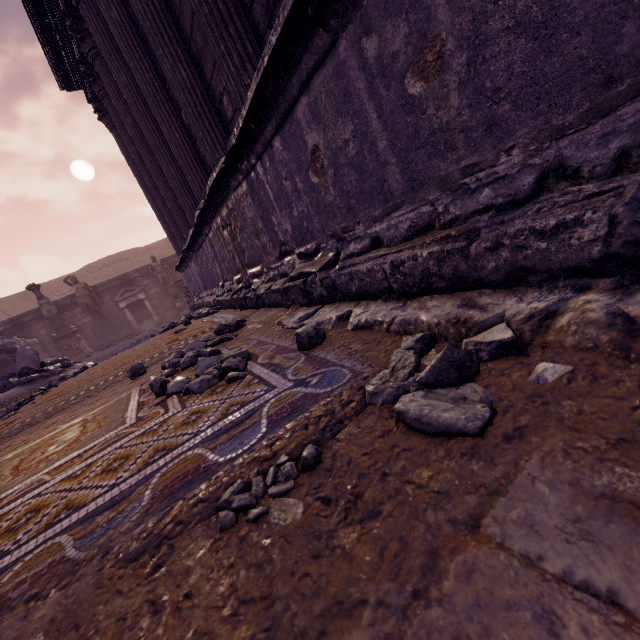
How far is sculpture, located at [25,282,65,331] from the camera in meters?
12.6

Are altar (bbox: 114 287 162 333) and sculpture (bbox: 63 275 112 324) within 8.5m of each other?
yes

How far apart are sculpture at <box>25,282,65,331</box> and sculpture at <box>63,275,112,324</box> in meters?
0.7

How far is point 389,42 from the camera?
1.3 meters

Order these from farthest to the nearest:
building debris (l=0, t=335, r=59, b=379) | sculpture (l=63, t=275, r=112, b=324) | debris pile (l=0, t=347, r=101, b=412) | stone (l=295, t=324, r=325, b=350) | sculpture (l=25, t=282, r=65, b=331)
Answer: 1. sculpture (l=63, t=275, r=112, b=324)
2. sculpture (l=25, t=282, r=65, b=331)
3. building debris (l=0, t=335, r=59, b=379)
4. debris pile (l=0, t=347, r=101, b=412)
5. stone (l=295, t=324, r=325, b=350)

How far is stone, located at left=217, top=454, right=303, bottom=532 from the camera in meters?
0.7

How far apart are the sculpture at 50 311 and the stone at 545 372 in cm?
1606

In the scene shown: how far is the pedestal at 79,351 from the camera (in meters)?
12.89
